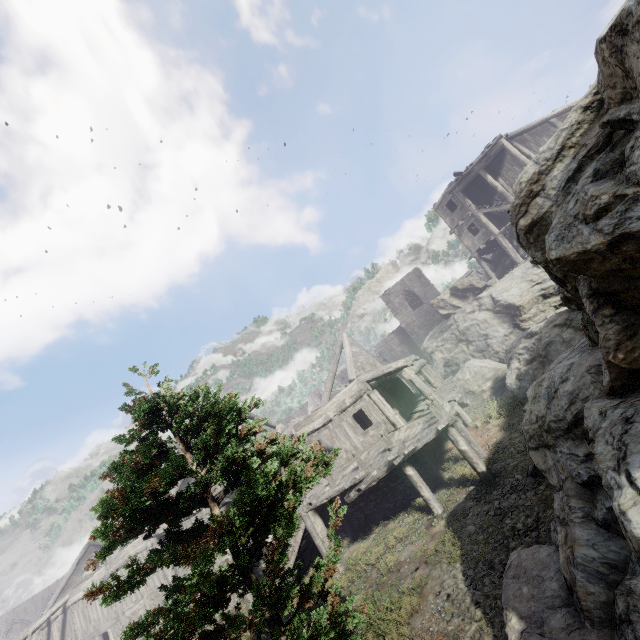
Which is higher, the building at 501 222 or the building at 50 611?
the building at 501 222

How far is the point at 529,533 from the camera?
7.8 meters

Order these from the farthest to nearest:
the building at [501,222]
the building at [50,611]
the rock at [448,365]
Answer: the building at [501,222]
the building at [50,611]
the rock at [448,365]

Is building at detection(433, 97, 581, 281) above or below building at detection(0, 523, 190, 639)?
above

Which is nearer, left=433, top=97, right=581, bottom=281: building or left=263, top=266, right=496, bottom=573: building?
left=263, top=266, right=496, bottom=573: building

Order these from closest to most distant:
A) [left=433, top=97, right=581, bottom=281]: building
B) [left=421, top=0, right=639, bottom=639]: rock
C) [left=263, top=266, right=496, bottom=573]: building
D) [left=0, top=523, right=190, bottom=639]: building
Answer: [left=421, top=0, right=639, bottom=639]: rock < [left=263, top=266, right=496, bottom=573]: building < [left=0, top=523, right=190, bottom=639]: building < [left=433, top=97, right=581, bottom=281]: building

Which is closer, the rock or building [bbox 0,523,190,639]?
the rock
